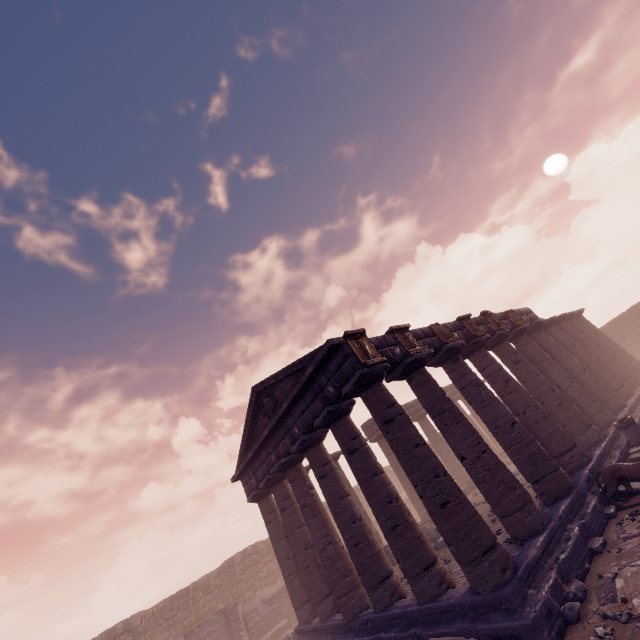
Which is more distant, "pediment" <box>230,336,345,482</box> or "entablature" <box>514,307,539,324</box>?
"entablature" <box>514,307,539,324</box>

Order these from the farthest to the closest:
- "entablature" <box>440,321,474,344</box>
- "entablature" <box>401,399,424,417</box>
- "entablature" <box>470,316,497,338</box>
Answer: "entablature" <box>401,399,424,417</box>, "entablature" <box>470,316,497,338</box>, "entablature" <box>440,321,474,344</box>

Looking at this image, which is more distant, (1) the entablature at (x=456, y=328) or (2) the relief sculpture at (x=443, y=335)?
(1) the entablature at (x=456, y=328)

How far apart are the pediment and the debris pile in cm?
693

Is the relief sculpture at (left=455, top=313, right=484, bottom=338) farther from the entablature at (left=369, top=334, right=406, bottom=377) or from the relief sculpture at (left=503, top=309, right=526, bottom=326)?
the relief sculpture at (left=503, top=309, right=526, bottom=326)

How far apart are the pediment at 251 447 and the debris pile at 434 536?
6.9m

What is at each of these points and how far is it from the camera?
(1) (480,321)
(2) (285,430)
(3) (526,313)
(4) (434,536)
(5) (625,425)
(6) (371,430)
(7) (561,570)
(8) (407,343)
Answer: (1) entablature, 14.6m
(2) entablature, 12.5m
(3) entablature, 17.9m
(4) debris pile, 13.7m
(5) column base, 11.8m
(6) entablature, 21.4m
(7) building base, 7.1m
(8) relief sculpture, 10.8m

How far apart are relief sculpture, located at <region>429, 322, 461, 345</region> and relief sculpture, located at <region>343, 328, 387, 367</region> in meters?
3.4
